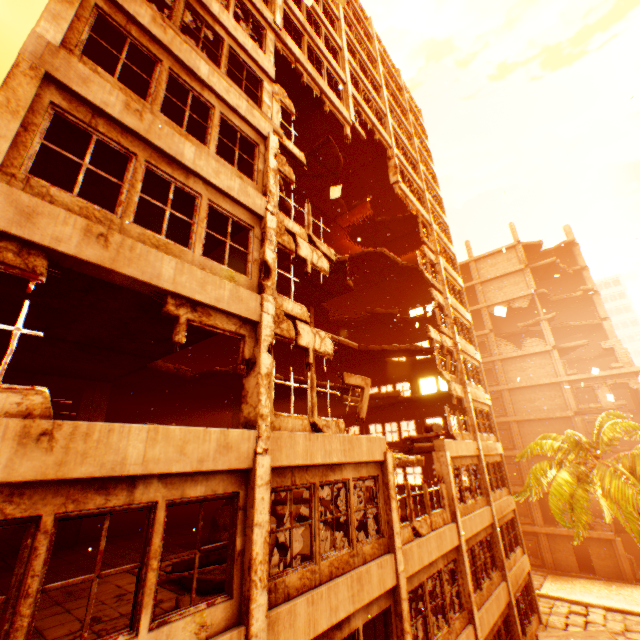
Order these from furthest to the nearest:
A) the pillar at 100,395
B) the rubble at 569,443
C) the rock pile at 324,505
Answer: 1. the rubble at 569,443
2. the pillar at 100,395
3. the rock pile at 324,505

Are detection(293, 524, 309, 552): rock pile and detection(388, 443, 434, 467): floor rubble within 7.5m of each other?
yes

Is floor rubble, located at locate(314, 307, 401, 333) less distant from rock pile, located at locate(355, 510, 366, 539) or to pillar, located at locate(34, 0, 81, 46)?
pillar, located at locate(34, 0, 81, 46)

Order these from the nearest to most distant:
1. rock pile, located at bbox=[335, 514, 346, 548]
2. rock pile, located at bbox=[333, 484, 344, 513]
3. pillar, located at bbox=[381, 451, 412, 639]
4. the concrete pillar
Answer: pillar, located at bbox=[381, 451, 412, 639], rock pile, located at bbox=[335, 514, 346, 548], rock pile, located at bbox=[333, 484, 344, 513], the concrete pillar

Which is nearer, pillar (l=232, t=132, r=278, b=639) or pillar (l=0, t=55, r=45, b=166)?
pillar (l=0, t=55, r=45, b=166)

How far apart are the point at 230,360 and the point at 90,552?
12.3m

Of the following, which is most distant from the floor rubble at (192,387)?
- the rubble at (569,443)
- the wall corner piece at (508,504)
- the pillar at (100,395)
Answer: the wall corner piece at (508,504)

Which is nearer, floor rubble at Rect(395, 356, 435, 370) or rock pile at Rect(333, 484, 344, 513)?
rock pile at Rect(333, 484, 344, 513)
